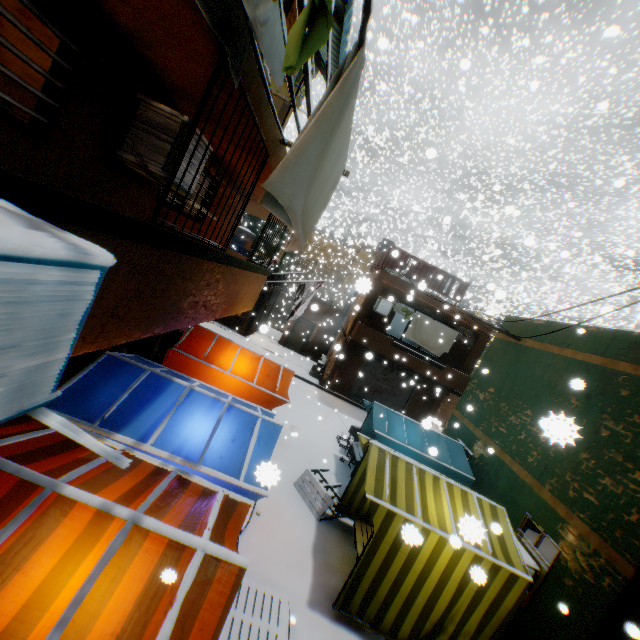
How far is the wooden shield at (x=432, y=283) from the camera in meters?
16.8 m

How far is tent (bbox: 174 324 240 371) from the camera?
7.8 meters

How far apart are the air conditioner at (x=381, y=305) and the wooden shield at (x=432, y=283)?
0.6m

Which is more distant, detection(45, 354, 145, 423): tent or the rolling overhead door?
the rolling overhead door

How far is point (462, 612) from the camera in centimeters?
550cm
